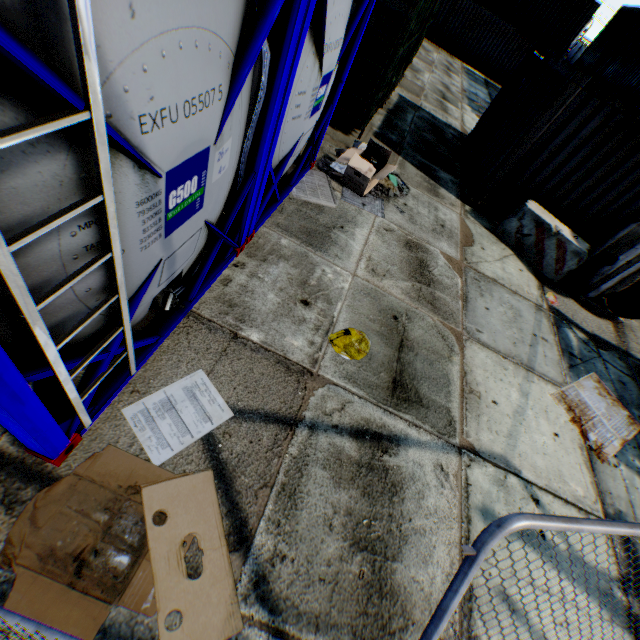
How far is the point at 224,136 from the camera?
2.3 meters

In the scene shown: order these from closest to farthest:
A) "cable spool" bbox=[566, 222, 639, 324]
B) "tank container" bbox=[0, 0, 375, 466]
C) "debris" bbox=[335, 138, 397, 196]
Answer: "tank container" bbox=[0, 0, 375, 466] < "debris" bbox=[335, 138, 397, 196] < "cable spool" bbox=[566, 222, 639, 324]

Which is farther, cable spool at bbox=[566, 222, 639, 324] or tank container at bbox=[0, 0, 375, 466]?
cable spool at bbox=[566, 222, 639, 324]

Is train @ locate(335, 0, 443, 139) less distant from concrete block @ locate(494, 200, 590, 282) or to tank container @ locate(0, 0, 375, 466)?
tank container @ locate(0, 0, 375, 466)

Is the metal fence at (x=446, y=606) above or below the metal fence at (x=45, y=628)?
above

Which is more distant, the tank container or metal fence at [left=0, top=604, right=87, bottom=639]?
metal fence at [left=0, top=604, right=87, bottom=639]

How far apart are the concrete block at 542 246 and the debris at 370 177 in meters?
3.3

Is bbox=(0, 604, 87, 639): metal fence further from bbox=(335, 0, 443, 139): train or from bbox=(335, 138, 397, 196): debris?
bbox=(335, 0, 443, 139): train
